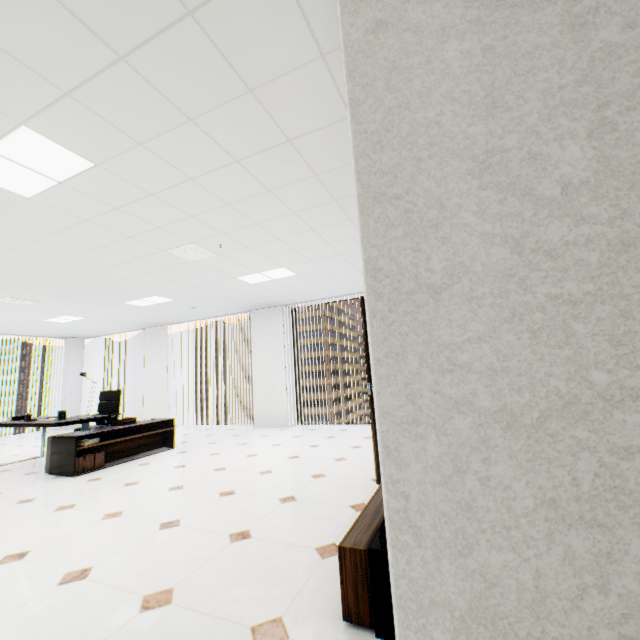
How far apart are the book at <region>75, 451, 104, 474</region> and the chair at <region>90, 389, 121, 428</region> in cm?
128

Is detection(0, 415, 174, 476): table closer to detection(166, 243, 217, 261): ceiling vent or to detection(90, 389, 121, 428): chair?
detection(90, 389, 121, 428): chair

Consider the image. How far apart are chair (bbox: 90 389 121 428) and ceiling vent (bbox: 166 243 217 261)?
3.8m

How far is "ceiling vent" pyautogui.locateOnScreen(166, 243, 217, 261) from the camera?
4.29m

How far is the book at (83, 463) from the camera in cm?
464

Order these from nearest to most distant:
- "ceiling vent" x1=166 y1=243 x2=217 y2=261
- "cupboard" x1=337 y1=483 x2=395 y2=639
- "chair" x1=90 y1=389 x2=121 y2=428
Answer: "cupboard" x1=337 y1=483 x2=395 y2=639
"ceiling vent" x1=166 y1=243 x2=217 y2=261
"chair" x1=90 y1=389 x2=121 y2=428

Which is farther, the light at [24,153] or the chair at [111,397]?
the chair at [111,397]

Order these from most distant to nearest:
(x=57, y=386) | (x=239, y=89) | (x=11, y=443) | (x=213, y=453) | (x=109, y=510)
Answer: (x=57, y=386) < (x=11, y=443) < (x=213, y=453) < (x=109, y=510) < (x=239, y=89)
